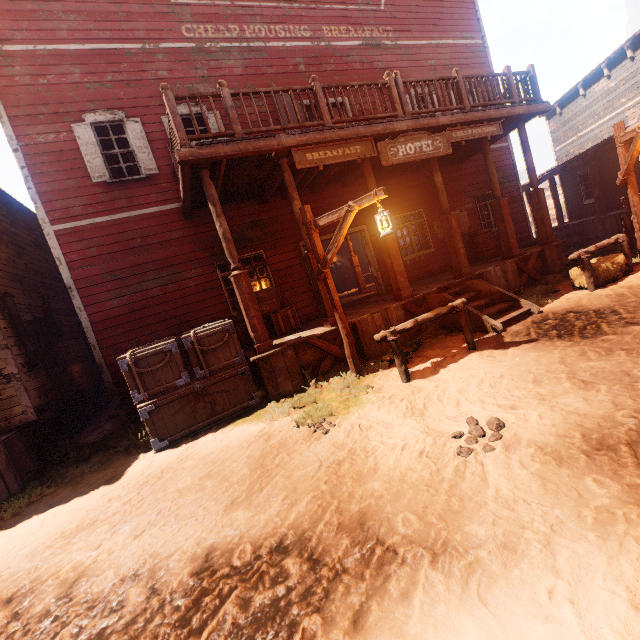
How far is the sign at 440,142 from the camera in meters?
6.3

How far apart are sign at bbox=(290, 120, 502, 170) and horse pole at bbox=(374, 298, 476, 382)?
3.3m

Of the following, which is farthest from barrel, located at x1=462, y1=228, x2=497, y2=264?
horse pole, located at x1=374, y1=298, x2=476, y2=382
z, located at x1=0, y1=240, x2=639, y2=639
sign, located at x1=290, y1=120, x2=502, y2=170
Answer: horse pole, located at x1=374, y1=298, x2=476, y2=382

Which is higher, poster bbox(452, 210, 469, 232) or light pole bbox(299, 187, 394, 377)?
poster bbox(452, 210, 469, 232)

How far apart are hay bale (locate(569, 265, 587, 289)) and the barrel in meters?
3.1 m

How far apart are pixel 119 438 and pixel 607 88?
22.11m

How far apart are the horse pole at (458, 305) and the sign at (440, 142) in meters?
3.3

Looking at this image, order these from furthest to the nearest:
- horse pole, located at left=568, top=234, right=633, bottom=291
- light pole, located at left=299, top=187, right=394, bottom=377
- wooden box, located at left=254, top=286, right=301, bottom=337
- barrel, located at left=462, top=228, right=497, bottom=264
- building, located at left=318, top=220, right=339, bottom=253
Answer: barrel, located at left=462, top=228, right=497, bottom=264 < building, located at left=318, top=220, right=339, bottom=253 < wooden box, located at left=254, top=286, right=301, bottom=337 < horse pole, located at left=568, top=234, right=633, bottom=291 < light pole, located at left=299, top=187, right=394, bottom=377
